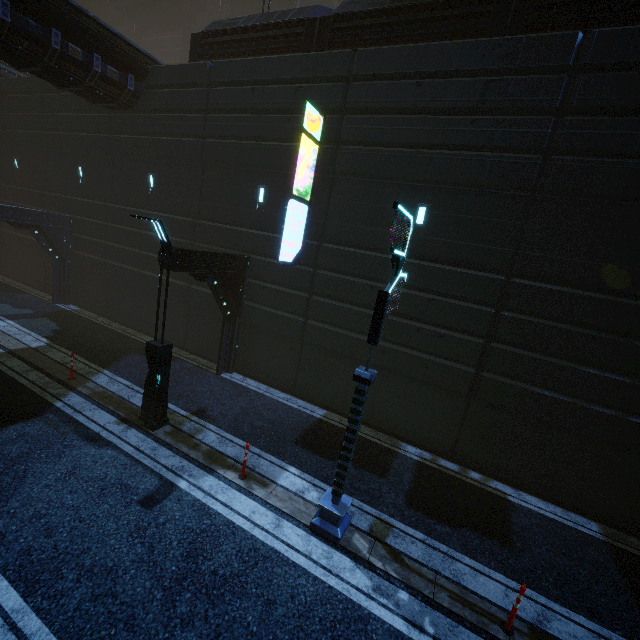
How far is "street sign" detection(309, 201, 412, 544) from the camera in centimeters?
584cm

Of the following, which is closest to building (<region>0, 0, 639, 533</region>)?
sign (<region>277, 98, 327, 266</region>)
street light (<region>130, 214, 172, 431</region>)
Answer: sign (<region>277, 98, 327, 266</region>)

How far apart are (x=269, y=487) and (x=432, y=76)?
12.0 meters

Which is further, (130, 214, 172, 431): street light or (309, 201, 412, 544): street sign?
(130, 214, 172, 431): street light

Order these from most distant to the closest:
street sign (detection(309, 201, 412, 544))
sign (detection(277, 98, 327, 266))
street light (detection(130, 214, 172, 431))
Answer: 1. sign (detection(277, 98, 327, 266))
2. street light (detection(130, 214, 172, 431))
3. street sign (detection(309, 201, 412, 544))

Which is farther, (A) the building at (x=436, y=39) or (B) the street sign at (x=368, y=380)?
(A) the building at (x=436, y=39)

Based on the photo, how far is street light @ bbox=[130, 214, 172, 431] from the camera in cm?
794

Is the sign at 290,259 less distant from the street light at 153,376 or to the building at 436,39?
the building at 436,39
